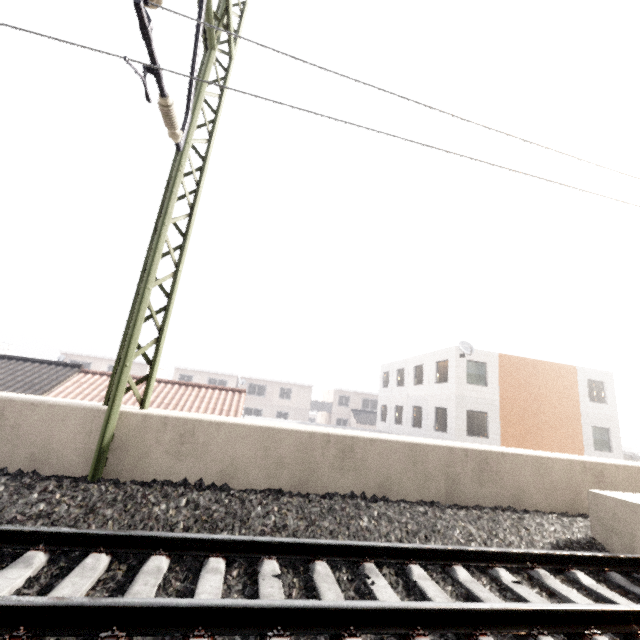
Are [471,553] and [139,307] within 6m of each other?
yes

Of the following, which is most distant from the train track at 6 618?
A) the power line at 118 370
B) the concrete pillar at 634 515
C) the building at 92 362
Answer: the building at 92 362

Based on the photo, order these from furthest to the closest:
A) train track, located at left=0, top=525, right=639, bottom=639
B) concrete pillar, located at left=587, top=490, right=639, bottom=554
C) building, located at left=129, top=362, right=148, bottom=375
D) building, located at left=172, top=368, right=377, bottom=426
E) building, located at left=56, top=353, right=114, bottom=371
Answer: building, located at left=172, top=368, right=377, bottom=426
building, located at left=129, top=362, right=148, bottom=375
building, located at left=56, top=353, right=114, bottom=371
concrete pillar, located at left=587, top=490, right=639, bottom=554
train track, located at left=0, top=525, right=639, bottom=639

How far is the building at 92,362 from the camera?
36.9m

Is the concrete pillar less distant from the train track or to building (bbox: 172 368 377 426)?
the train track

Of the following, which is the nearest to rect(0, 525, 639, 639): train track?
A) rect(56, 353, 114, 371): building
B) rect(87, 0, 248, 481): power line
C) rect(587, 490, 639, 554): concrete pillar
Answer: rect(587, 490, 639, 554): concrete pillar

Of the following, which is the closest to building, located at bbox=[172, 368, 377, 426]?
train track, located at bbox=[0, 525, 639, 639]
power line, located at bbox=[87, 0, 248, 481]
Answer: power line, located at bbox=[87, 0, 248, 481]

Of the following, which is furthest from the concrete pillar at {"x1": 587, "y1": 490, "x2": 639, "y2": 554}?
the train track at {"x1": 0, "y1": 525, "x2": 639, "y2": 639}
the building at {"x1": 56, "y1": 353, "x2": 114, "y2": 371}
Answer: the building at {"x1": 56, "y1": 353, "x2": 114, "y2": 371}
